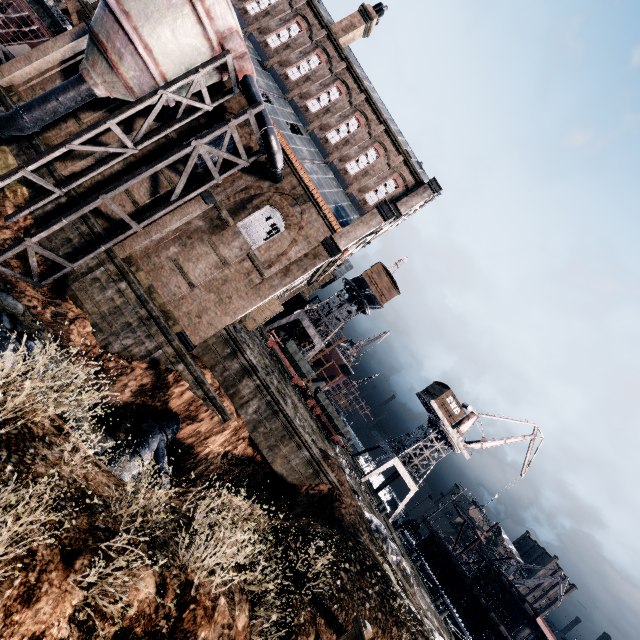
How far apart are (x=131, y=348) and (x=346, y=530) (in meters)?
16.98

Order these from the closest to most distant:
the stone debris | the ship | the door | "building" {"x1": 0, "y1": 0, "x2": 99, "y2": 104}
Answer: the stone debris, "building" {"x1": 0, "y1": 0, "x2": 99, "y2": 104}, the door, the ship

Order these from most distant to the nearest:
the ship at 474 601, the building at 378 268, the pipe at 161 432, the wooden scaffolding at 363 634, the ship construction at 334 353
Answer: the ship construction at 334 353
the building at 378 268
the ship at 474 601
the pipe at 161 432
the wooden scaffolding at 363 634

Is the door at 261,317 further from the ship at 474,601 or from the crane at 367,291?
the ship at 474,601

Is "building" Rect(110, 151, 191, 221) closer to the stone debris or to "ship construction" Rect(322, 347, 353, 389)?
the stone debris

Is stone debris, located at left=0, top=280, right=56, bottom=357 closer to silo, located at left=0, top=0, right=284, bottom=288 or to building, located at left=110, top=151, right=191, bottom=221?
silo, located at left=0, top=0, right=284, bottom=288

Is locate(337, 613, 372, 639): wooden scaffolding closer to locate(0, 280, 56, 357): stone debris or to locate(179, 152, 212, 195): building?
locate(0, 280, 56, 357): stone debris

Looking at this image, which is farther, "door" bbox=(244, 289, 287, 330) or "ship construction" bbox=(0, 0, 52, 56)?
"door" bbox=(244, 289, 287, 330)
